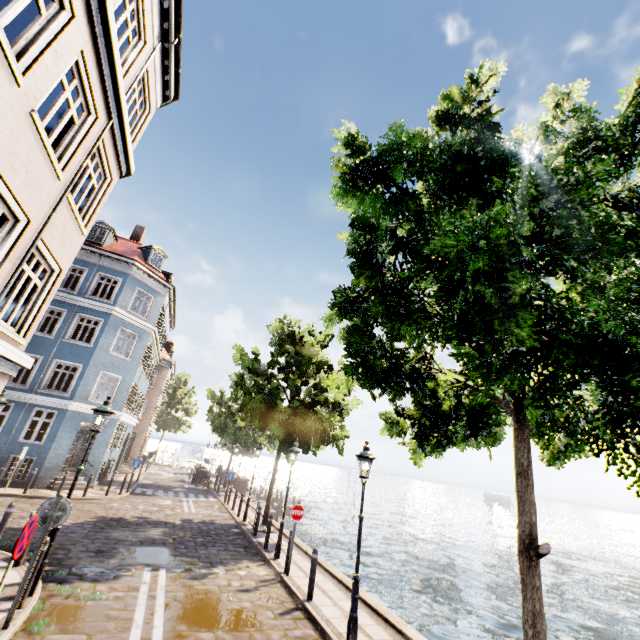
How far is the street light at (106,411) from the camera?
7.3m

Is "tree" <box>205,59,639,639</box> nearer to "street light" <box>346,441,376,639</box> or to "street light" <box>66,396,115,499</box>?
"street light" <box>346,441,376,639</box>

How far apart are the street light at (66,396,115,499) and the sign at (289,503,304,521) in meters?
6.0

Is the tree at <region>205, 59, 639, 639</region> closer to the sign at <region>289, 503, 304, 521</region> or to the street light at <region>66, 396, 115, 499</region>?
the sign at <region>289, 503, 304, 521</region>

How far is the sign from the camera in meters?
10.3

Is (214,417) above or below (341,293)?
below

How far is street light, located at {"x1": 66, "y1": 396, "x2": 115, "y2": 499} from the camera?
7.26m

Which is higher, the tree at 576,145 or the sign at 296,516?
the tree at 576,145
